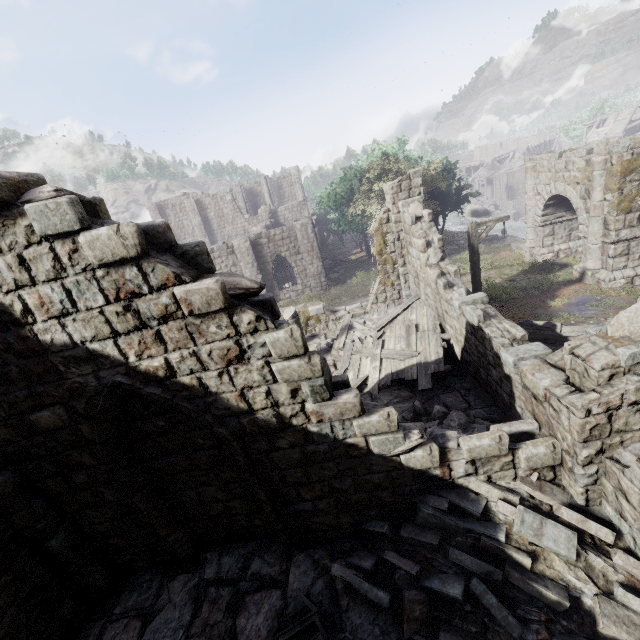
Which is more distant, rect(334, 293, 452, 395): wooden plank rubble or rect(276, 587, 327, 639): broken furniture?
rect(334, 293, 452, 395): wooden plank rubble

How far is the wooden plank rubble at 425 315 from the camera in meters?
9.6

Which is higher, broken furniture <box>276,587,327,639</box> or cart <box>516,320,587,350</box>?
broken furniture <box>276,587,327,639</box>

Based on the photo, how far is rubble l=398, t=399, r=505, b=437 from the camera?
6.8 meters

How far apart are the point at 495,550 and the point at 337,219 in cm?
3253

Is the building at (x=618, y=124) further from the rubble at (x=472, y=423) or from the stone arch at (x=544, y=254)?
the stone arch at (x=544, y=254)

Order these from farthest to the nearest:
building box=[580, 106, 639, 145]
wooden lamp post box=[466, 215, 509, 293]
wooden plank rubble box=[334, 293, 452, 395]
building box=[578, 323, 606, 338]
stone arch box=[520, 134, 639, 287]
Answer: building box=[580, 106, 639, 145], stone arch box=[520, 134, 639, 287], wooden lamp post box=[466, 215, 509, 293], wooden plank rubble box=[334, 293, 452, 395], building box=[578, 323, 606, 338]

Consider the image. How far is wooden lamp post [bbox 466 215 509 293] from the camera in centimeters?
1205cm
